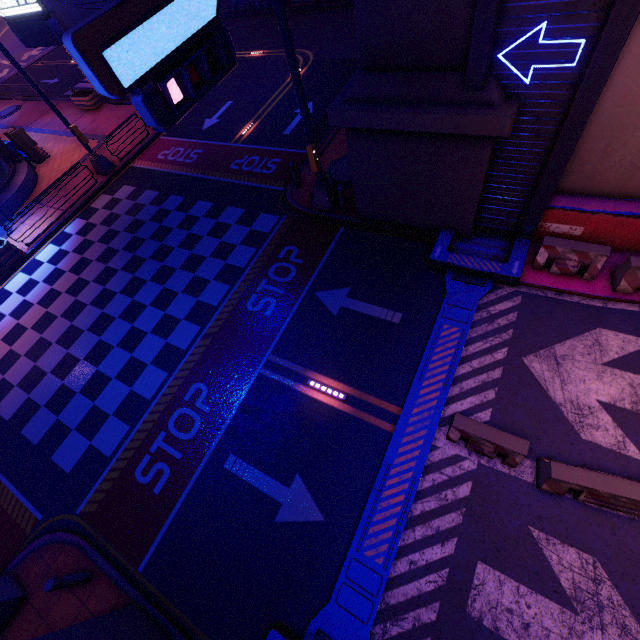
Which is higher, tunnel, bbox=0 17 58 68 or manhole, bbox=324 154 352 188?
manhole, bbox=324 154 352 188

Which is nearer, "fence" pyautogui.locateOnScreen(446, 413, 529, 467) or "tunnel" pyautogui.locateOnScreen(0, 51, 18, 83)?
"fence" pyautogui.locateOnScreen(446, 413, 529, 467)

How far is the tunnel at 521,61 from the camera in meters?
6.0

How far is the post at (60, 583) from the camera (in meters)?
6.70

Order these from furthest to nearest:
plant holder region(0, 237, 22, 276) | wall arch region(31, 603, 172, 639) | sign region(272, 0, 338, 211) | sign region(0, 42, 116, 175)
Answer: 1. plant holder region(0, 237, 22, 276)
2. sign region(0, 42, 116, 175)
3. sign region(272, 0, 338, 211)
4. wall arch region(31, 603, 172, 639)

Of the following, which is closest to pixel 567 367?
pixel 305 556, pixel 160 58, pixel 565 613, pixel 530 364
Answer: pixel 530 364

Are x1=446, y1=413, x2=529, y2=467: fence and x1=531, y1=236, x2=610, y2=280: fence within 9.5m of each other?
yes

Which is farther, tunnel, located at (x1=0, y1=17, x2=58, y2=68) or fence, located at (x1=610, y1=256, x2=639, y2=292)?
tunnel, located at (x1=0, y1=17, x2=58, y2=68)
